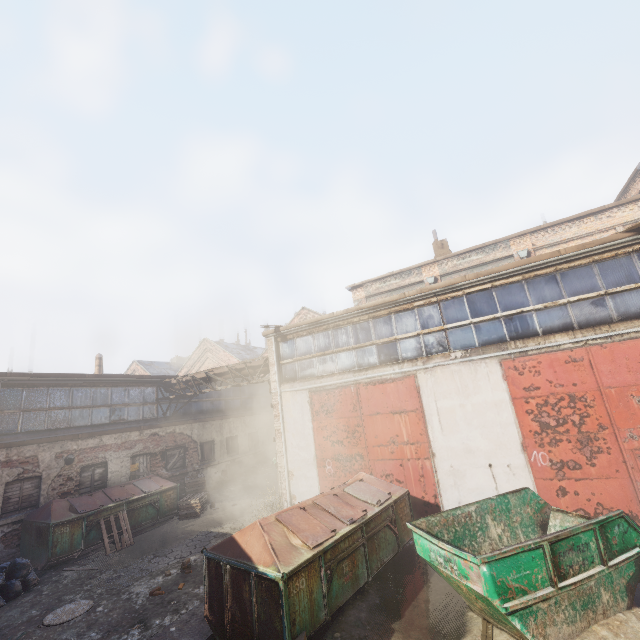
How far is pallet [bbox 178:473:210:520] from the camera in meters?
13.1 m

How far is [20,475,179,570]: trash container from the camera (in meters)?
9.84

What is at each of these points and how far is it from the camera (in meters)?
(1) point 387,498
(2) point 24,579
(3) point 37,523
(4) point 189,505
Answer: (1) trash container, 7.57
(2) trash bag, 8.47
(3) trash container, 10.12
(4) pallet, 13.22

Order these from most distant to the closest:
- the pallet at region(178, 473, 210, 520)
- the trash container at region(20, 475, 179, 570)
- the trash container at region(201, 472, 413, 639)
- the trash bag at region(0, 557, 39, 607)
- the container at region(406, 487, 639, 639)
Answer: the pallet at region(178, 473, 210, 520)
the trash container at region(20, 475, 179, 570)
the trash bag at region(0, 557, 39, 607)
the trash container at region(201, 472, 413, 639)
the container at region(406, 487, 639, 639)

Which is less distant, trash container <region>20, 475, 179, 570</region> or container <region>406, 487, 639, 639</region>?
container <region>406, 487, 639, 639</region>

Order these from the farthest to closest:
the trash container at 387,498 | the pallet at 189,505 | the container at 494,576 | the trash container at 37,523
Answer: the pallet at 189,505
the trash container at 37,523
the trash container at 387,498
the container at 494,576

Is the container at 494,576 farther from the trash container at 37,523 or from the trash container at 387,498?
the trash container at 37,523

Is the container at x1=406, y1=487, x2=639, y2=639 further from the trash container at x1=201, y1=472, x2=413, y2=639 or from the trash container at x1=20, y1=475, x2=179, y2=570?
the trash container at x1=20, y1=475, x2=179, y2=570
